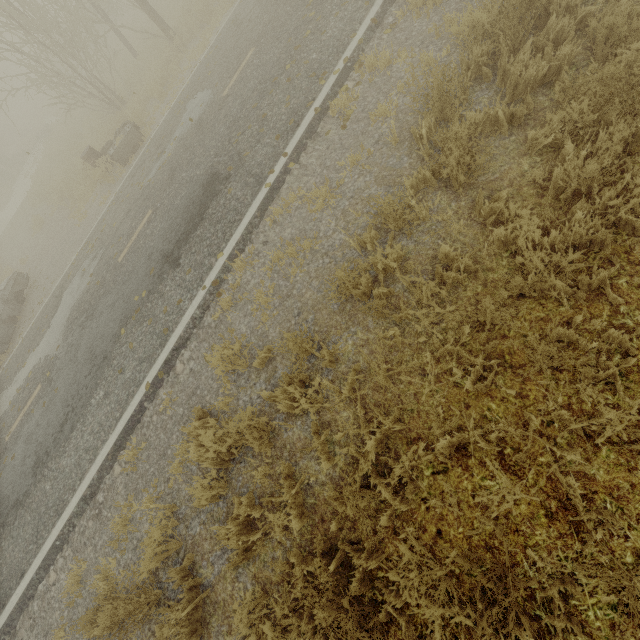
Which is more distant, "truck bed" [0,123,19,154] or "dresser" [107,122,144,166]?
"truck bed" [0,123,19,154]

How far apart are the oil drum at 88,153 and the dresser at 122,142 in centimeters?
54cm

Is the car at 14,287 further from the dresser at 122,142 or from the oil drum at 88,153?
the dresser at 122,142

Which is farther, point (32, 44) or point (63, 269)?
point (32, 44)

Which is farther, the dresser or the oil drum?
the oil drum

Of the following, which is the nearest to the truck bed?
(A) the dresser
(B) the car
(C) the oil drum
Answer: (B) the car
